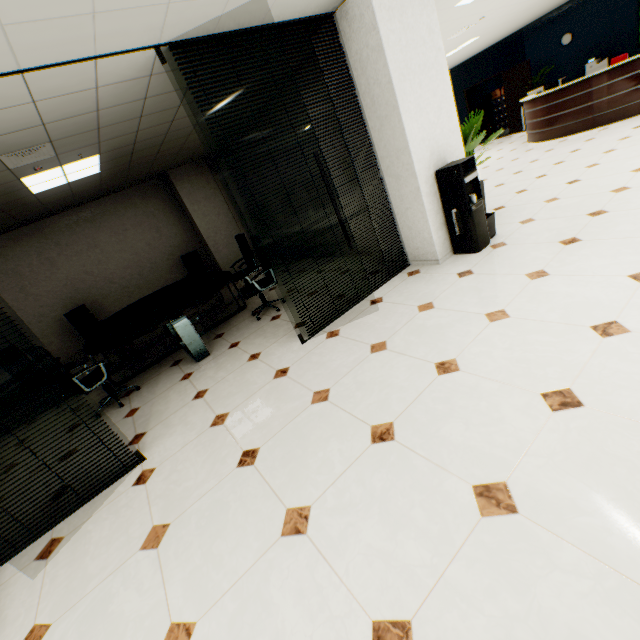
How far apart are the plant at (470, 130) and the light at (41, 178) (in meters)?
4.85

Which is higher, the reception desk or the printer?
the printer

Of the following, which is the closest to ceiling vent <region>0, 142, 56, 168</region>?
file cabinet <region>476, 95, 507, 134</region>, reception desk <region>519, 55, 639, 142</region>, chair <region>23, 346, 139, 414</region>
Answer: chair <region>23, 346, 139, 414</region>

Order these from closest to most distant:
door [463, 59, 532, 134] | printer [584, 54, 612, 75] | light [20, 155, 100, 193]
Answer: light [20, 155, 100, 193] < printer [584, 54, 612, 75] < door [463, 59, 532, 134]

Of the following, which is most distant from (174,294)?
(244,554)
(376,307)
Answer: (244,554)

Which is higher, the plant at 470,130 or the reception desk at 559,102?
the plant at 470,130

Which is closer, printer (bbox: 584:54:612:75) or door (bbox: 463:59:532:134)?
printer (bbox: 584:54:612:75)

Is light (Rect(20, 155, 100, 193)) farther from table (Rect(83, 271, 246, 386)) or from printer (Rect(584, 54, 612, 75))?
printer (Rect(584, 54, 612, 75))
